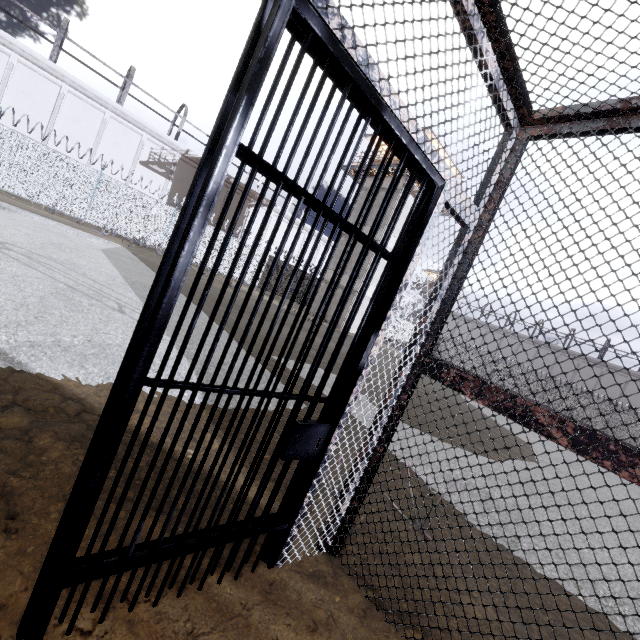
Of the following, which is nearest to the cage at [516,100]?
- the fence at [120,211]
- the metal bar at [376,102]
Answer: the metal bar at [376,102]

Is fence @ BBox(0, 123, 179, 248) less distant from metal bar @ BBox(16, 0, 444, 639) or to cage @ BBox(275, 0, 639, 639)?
cage @ BBox(275, 0, 639, 639)

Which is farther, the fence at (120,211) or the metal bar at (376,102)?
the fence at (120,211)

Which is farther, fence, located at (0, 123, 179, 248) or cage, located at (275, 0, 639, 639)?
fence, located at (0, 123, 179, 248)

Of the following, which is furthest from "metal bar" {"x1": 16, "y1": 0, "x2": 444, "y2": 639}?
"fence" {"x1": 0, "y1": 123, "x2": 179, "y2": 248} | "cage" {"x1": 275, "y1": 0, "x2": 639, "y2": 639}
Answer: "fence" {"x1": 0, "y1": 123, "x2": 179, "y2": 248}

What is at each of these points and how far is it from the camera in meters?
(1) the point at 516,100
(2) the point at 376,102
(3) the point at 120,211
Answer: (1) cage, 1.7 m
(2) metal bar, 1.2 m
(3) fence, 18.1 m
